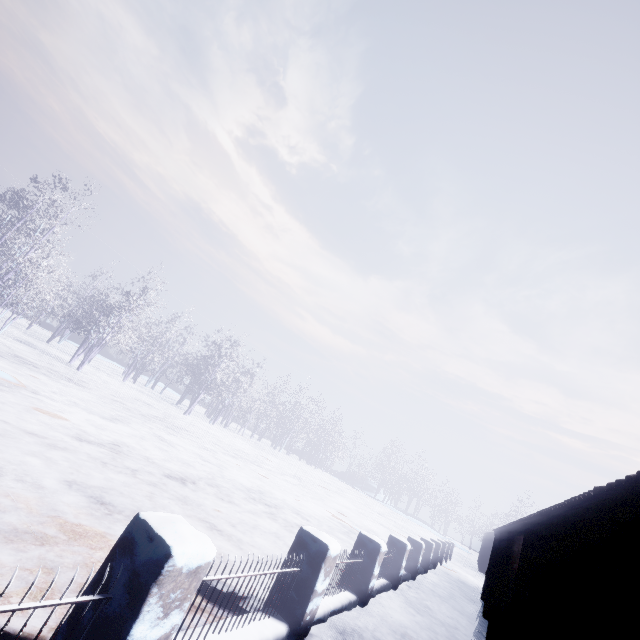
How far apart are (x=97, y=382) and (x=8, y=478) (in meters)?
13.54
